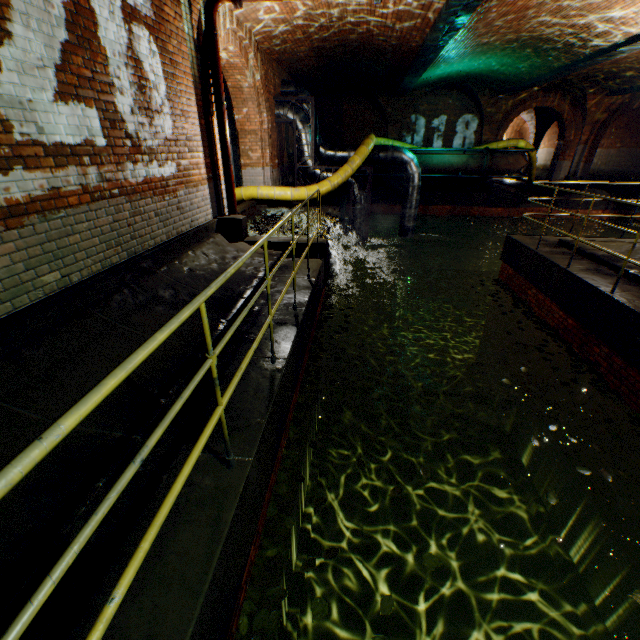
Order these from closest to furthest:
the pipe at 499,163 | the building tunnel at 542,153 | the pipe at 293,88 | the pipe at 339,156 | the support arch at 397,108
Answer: the pipe at 293,88 → the pipe at 339,156 → the pipe at 499,163 → the support arch at 397,108 → the building tunnel at 542,153

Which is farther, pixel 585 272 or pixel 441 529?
pixel 441 529

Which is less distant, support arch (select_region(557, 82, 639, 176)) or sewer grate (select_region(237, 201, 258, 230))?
sewer grate (select_region(237, 201, 258, 230))

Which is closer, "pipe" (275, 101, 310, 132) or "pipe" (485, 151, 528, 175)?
"pipe" (275, 101, 310, 132)

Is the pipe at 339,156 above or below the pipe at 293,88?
below

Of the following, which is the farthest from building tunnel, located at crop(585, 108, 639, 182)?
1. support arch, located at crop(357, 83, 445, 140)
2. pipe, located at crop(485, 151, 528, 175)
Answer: support arch, located at crop(357, 83, 445, 140)

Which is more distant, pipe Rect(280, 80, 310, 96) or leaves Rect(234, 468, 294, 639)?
pipe Rect(280, 80, 310, 96)

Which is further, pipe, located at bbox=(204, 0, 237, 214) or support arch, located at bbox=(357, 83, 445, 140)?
support arch, located at bbox=(357, 83, 445, 140)
